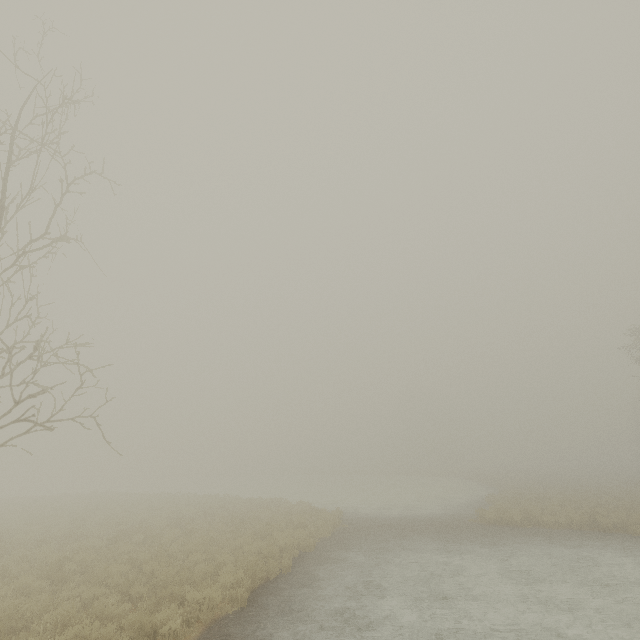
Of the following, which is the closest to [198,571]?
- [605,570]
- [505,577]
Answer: [505,577]
